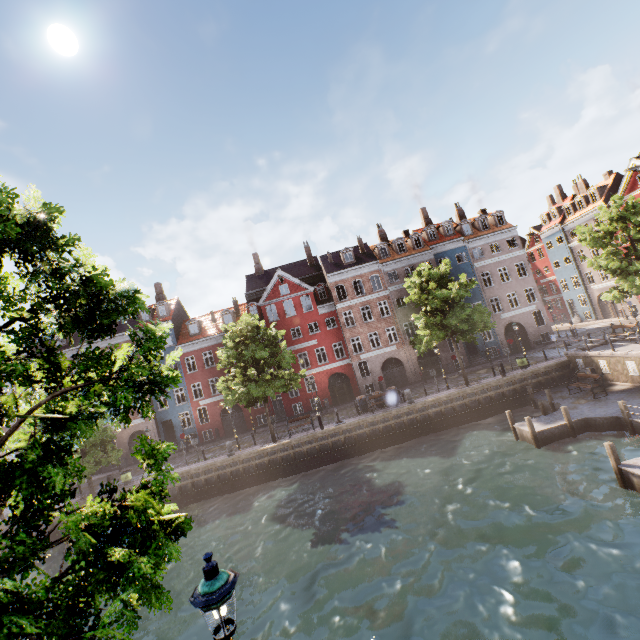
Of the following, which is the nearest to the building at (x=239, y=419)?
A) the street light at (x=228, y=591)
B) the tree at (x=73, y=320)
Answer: the street light at (x=228, y=591)

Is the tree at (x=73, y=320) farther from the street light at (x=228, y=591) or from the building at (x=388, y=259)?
the building at (x=388, y=259)

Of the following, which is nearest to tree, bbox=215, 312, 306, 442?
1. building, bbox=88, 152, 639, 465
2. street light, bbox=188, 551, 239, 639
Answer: street light, bbox=188, 551, 239, 639

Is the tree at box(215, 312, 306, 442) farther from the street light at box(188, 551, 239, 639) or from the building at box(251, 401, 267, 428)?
the building at box(251, 401, 267, 428)

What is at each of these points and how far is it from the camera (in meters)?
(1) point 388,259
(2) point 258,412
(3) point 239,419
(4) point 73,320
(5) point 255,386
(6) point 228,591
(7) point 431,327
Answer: (1) building, 35.94
(2) building, 34.44
(3) building, 34.66
(4) tree, 4.79
(5) tree, 22.94
(6) street light, 3.43
(7) tree, 25.25

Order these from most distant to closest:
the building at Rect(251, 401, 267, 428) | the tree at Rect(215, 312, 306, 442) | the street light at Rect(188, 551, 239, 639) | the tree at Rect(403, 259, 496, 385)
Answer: the building at Rect(251, 401, 267, 428) → the tree at Rect(403, 259, 496, 385) → the tree at Rect(215, 312, 306, 442) → the street light at Rect(188, 551, 239, 639)

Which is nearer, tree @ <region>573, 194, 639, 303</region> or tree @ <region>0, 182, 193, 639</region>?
tree @ <region>0, 182, 193, 639</region>
